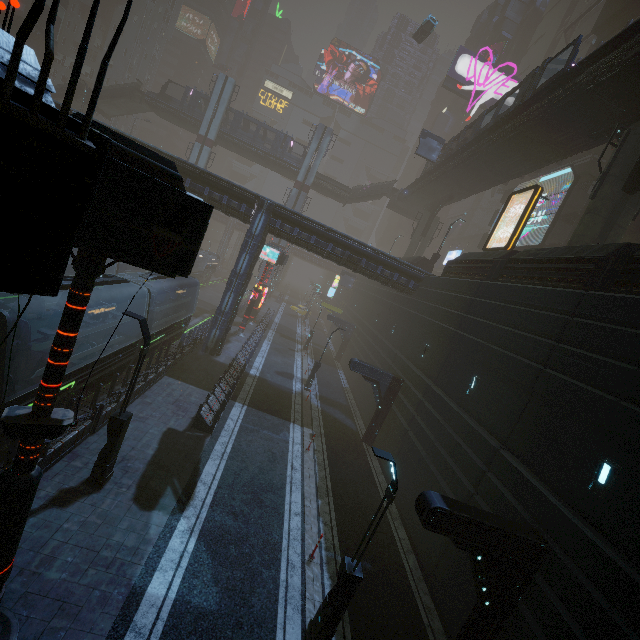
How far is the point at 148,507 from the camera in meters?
10.2 m

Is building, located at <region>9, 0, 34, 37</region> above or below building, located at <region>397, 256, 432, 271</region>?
above

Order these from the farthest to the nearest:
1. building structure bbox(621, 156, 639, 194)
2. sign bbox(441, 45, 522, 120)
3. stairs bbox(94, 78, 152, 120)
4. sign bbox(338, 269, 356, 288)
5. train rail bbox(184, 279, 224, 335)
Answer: sign bbox(441, 45, 522, 120)
sign bbox(338, 269, 356, 288)
stairs bbox(94, 78, 152, 120)
train rail bbox(184, 279, 224, 335)
building structure bbox(621, 156, 639, 194)

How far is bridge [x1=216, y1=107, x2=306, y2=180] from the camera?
43.69m

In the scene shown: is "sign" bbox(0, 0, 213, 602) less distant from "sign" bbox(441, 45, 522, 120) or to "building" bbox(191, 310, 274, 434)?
"building" bbox(191, 310, 274, 434)

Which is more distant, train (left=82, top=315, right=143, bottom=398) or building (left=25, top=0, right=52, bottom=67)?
building (left=25, top=0, right=52, bottom=67)

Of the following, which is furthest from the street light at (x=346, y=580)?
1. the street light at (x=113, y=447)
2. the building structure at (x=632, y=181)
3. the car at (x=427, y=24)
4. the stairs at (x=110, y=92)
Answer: the stairs at (x=110, y=92)

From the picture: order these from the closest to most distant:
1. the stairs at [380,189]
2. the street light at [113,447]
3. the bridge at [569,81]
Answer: the street light at [113,447]
the bridge at [569,81]
the stairs at [380,189]
